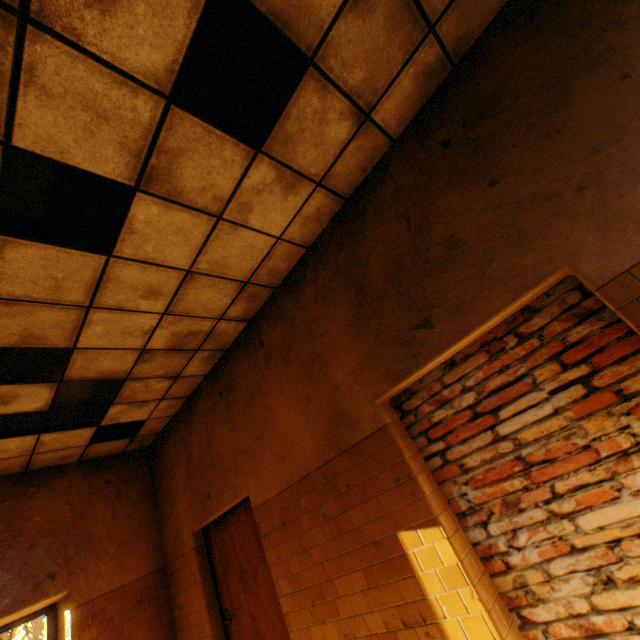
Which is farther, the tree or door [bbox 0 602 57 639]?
the tree

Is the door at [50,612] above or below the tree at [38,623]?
below

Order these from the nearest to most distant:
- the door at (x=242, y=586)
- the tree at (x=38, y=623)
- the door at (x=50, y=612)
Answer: the door at (x=242, y=586) < the door at (x=50, y=612) < the tree at (x=38, y=623)

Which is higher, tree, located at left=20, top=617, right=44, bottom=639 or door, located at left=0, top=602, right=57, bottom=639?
tree, located at left=20, top=617, right=44, bottom=639

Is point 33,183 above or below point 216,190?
above

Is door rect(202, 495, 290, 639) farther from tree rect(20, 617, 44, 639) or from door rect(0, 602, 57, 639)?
tree rect(20, 617, 44, 639)

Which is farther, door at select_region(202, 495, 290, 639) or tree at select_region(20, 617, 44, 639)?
tree at select_region(20, 617, 44, 639)

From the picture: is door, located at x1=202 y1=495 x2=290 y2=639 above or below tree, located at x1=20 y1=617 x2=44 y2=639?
below
